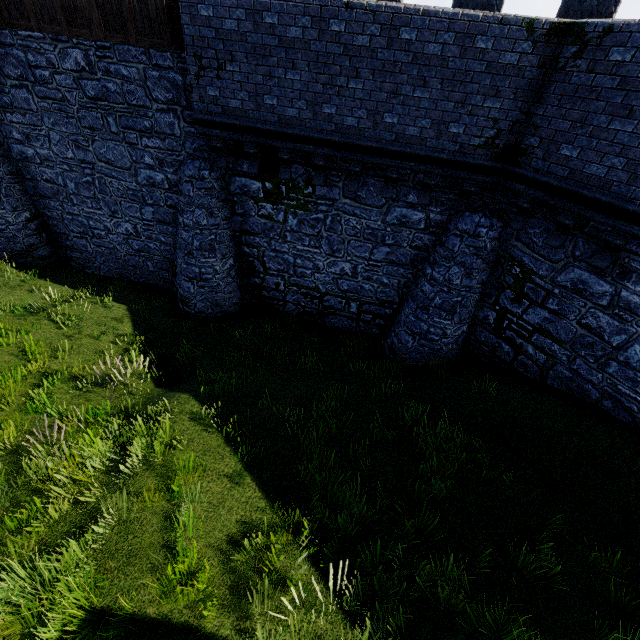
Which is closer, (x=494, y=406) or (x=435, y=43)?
(x=435, y=43)
